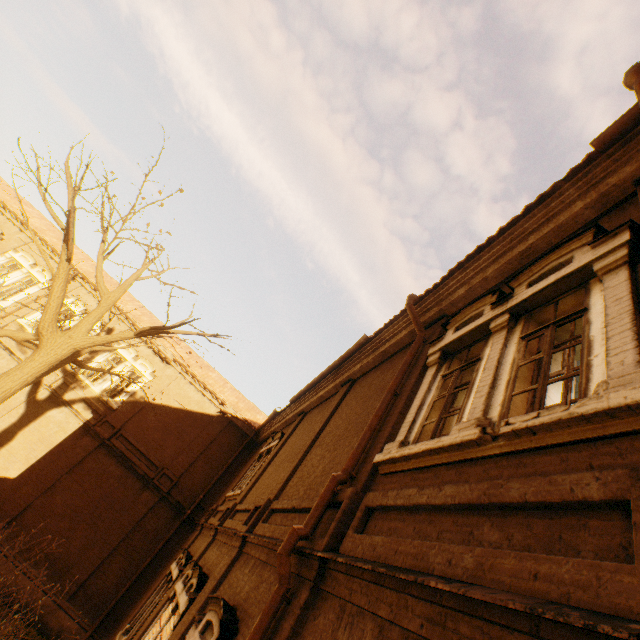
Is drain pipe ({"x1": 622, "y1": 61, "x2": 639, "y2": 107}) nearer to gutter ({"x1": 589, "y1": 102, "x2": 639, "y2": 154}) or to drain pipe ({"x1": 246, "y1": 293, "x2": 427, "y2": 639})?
gutter ({"x1": 589, "y1": 102, "x2": 639, "y2": 154})

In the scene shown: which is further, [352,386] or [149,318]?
[149,318]

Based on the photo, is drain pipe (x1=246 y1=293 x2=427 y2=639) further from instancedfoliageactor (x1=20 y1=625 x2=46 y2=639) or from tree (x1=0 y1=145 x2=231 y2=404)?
instancedfoliageactor (x1=20 y1=625 x2=46 y2=639)

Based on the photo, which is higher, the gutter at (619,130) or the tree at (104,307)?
the gutter at (619,130)

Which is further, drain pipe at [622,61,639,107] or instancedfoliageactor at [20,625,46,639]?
instancedfoliageactor at [20,625,46,639]

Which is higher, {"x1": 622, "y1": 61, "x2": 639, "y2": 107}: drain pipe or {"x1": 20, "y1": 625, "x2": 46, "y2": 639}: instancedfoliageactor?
{"x1": 622, "y1": 61, "x2": 639, "y2": 107}: drain pipe

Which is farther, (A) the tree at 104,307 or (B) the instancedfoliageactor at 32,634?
(B) the instancedfoliageactor at 32,634

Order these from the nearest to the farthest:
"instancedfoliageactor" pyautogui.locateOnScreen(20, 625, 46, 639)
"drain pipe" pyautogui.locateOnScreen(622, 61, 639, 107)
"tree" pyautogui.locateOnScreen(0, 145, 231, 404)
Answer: "drain pipe" pyautogui.locateOnScreen(622, 61, 639, 107), "tree" pyautogui.locateOnScreen(0, 145, 231, 404), "instancedfoliageactor" pyautogui.locateOnScreen(20, 625, 46, 639)
